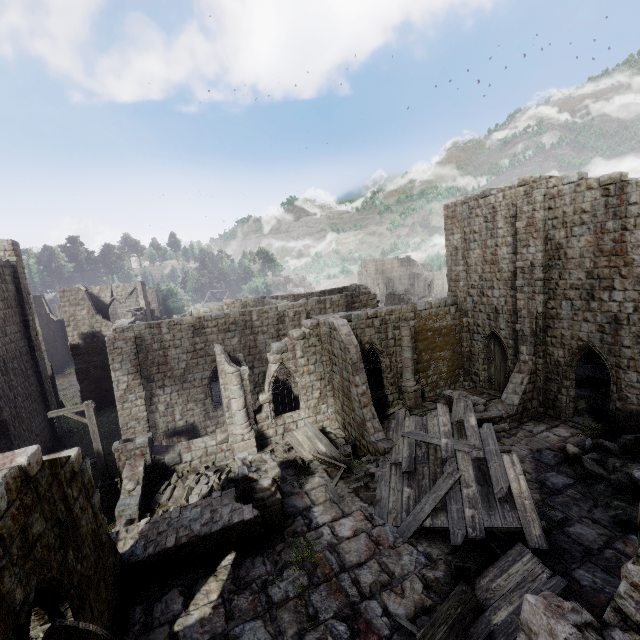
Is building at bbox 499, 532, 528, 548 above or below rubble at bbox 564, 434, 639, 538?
below

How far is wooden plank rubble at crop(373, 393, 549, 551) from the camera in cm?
954

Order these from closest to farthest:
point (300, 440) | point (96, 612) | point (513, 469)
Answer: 1. point (96, 612)
2. point (513, 469)
3. point (300, 440)

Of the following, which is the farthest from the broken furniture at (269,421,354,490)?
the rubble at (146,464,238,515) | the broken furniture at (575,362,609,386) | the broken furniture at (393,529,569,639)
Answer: the broken furniture at (575,362,609,386)

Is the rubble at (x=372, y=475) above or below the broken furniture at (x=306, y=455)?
below

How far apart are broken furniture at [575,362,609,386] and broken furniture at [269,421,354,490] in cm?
1601

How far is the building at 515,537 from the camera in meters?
9.5

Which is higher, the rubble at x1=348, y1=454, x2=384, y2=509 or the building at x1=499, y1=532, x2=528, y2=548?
the rubble at x1=348, y1=454, x2=384, y2=509
